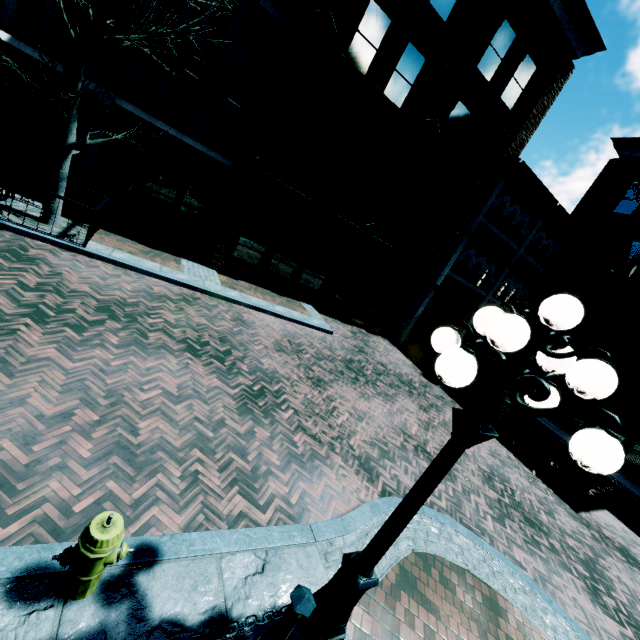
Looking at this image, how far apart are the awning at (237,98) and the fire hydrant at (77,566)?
14.04m

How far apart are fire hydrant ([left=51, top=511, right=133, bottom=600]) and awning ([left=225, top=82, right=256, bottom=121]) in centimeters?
1404cm

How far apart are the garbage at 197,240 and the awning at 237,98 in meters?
4.7 m

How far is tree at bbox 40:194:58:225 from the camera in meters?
8.0

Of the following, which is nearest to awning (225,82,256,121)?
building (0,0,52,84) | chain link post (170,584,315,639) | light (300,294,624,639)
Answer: building (0,0,52,84)

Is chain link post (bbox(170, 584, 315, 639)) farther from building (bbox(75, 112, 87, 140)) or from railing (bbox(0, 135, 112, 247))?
building (bbox(75, 112, 87, 140))

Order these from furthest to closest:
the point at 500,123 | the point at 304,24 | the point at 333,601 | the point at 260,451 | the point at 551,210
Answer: the point at 551,210 → the point at 500,123 → the point at 304,24 → the point at 260,451 → the point at 333,601

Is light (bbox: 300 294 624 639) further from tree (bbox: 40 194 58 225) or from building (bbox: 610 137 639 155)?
building (bbox: 610 137 639 155)
